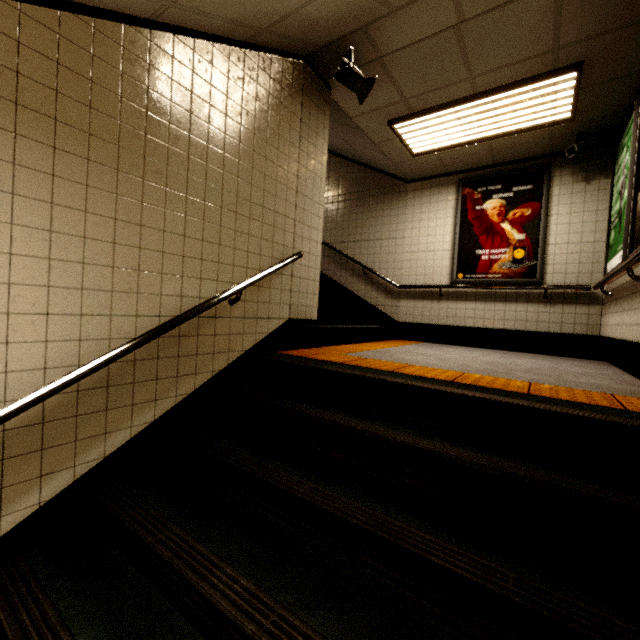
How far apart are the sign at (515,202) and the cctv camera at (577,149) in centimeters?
43cm

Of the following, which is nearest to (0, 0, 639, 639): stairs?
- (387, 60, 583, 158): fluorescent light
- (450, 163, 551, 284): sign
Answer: (387, 60, 583, 158): fluorescent light

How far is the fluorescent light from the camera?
3.3 meters

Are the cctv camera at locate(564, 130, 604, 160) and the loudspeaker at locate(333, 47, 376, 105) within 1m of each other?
no

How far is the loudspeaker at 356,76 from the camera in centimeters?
309cm

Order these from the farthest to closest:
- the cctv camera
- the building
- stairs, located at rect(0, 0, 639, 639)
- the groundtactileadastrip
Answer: the cctv camera
the building
the groundtactileadastrip
stairs, located at rect(0, 0, 639, 639)

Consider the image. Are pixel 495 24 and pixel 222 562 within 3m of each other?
no

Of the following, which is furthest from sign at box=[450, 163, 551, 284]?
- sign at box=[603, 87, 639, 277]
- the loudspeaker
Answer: the loudspeaker
